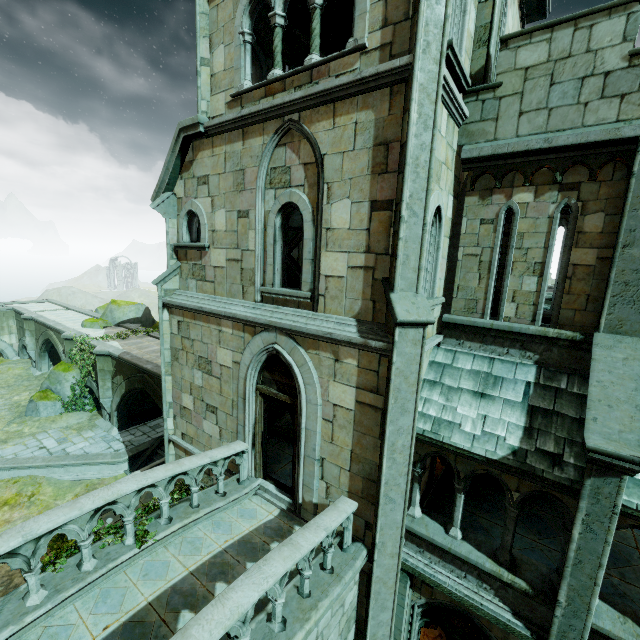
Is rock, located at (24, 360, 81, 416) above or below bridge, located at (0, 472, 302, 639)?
below

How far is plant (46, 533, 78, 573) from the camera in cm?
532

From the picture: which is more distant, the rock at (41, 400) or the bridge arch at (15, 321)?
the bridge arch at (15, 321)

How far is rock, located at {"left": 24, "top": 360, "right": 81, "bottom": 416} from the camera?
20.0m

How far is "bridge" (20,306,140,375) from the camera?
22.7 meters

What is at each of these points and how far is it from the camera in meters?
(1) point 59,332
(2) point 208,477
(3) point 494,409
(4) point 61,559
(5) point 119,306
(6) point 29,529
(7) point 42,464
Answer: (1) bridge, 23.4
(2) building, 9.7
(3) building, 6.5
(4) plant, 5.4
(5) rock, 25.5
(6) bridge railing, 4.6
(7) wall trim, 16.0

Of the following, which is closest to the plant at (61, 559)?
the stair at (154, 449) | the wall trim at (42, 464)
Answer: the wall trim at (42, 464)
